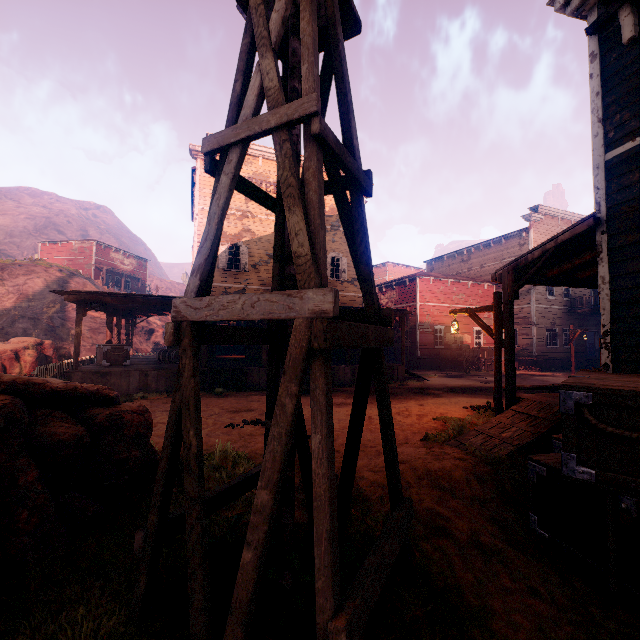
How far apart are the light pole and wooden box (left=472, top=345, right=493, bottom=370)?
17.2m

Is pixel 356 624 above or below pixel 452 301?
below

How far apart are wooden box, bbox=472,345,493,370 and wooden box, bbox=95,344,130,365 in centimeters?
2336cm

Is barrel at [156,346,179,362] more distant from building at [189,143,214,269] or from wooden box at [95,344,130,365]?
wooden box at [95,344,130,365]

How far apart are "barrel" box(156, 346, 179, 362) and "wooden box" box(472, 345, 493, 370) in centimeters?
2079cm

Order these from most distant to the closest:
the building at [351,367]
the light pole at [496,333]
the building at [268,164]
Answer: the building at [268,164] → the building at [351,367] → the light pole at [496,333]

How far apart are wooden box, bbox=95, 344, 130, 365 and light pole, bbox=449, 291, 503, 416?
12.7m

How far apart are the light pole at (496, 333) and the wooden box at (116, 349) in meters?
12.7
